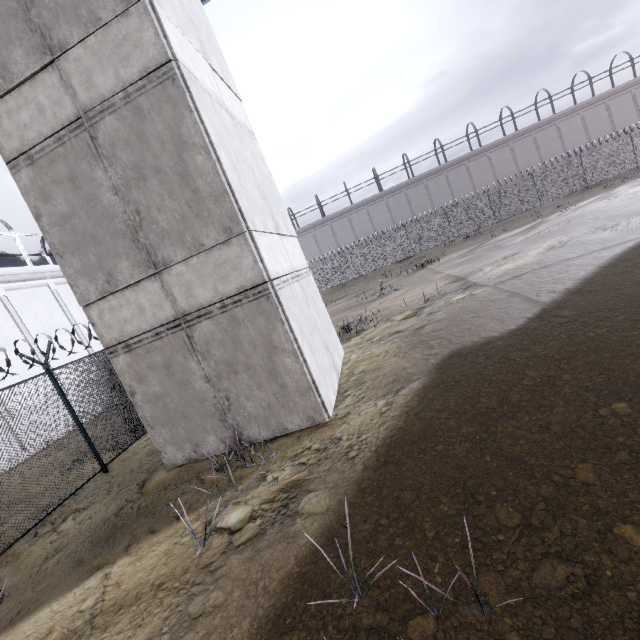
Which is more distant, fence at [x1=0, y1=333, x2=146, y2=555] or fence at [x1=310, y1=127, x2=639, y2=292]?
fence at [x1=310, y1=127, x2=639, y2=292]

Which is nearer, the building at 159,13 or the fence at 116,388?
the building at 159,13

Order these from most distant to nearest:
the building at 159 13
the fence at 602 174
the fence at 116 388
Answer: the fence at 602 174 → the fence at 116 388 → the building at 159 13

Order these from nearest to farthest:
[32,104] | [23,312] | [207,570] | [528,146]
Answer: [207,570] → [32,104] → [23,312] → [528,146]

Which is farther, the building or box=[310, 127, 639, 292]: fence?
box=[310, 127, 639, 292]: fence

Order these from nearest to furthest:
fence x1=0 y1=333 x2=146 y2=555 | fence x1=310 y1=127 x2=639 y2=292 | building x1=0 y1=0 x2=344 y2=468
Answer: building x1=0 y1=0 x2=344 y2=468 < fence x1=0 y1=333 x2=146 y2=555 < fence x1=310 y1=127 x2=639 y2=292
